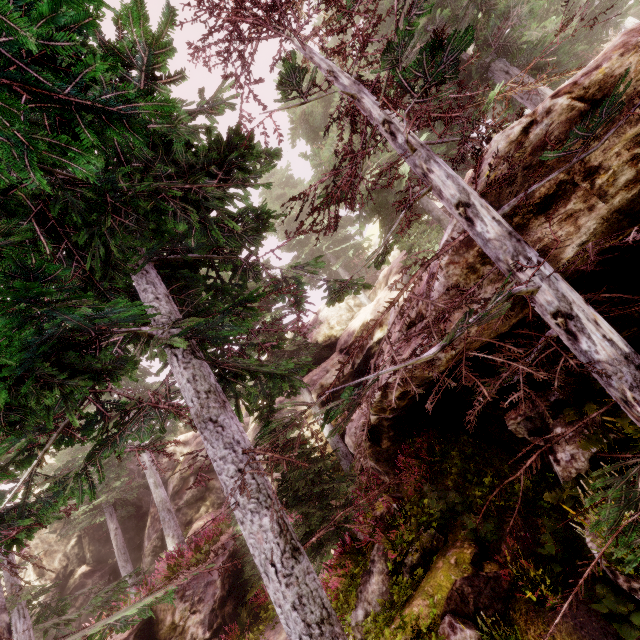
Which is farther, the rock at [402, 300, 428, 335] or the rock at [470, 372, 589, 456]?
the rock at [470, 372, 589, 456]

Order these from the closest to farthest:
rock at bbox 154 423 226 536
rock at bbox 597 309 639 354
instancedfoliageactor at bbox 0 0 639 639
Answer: instancedfoliageactor at bbox 0 0 639 639 → rock at bbox 597 309 639 354 → rock at bbox 154 423 226 536

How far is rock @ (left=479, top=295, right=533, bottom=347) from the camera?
4.41m

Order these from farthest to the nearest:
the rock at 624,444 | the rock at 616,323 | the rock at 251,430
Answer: the rock at 251,430
the rock at 624,444
the rock at 616,323

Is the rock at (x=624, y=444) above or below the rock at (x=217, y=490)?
below

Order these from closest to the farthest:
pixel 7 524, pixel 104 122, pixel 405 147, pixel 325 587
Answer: pixel 104 122 → pixel 405 147 → pixel 7 524 → pixel 325 587
